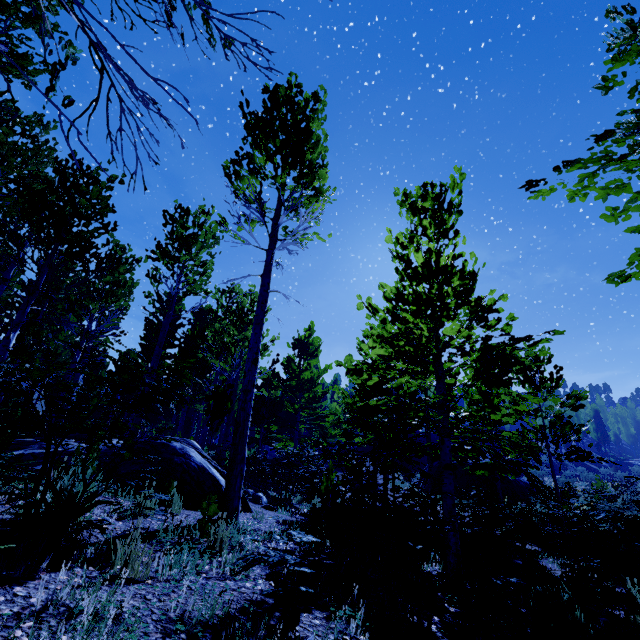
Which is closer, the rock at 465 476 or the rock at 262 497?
the rock at 262 497

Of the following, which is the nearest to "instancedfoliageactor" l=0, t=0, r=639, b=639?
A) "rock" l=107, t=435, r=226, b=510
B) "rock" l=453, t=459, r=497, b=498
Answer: "rock" l=107, t=435, r=226, b=510

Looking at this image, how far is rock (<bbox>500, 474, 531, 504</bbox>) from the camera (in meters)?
19.88

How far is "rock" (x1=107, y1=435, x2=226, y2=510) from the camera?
5.4m

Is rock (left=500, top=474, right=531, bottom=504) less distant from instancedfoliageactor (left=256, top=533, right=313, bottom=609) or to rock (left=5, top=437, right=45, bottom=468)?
instancedfoliageactor (left=256, top=533, right=313, bottom=609)

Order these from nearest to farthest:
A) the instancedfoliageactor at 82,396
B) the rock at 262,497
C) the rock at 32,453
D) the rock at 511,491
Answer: the instancedfoliageactor at 82,396 < the rock at 32,453 < the rock at 262,497 < the rock at 511,491

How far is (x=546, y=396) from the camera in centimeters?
1151cm

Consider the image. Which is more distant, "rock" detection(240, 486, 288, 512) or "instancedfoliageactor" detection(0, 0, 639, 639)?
"rock" detection(240, 486, 288, 512)
